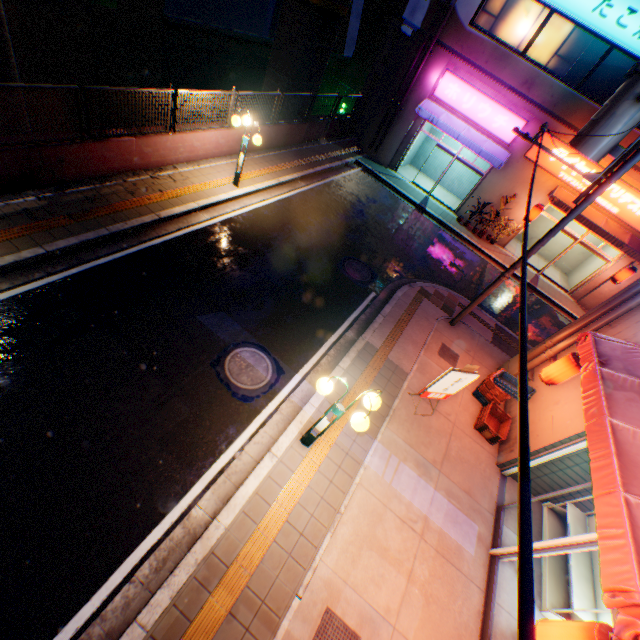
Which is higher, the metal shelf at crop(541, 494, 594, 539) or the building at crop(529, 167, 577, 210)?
the building at crop(529, 167, 577, 210)

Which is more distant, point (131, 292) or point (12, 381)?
point (131, 292)

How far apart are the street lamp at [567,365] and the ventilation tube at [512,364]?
1.4 meters

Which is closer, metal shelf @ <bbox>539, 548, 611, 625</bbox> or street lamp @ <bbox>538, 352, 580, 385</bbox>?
metal shelf @ <bbox>539, 548, 611, 625</bbox>

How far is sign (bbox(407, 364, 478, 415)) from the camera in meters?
7.0 m

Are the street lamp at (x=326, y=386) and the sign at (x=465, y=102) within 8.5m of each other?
no

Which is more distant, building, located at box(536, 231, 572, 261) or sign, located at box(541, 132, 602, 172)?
building, located at box(536, 231, 572, 261)

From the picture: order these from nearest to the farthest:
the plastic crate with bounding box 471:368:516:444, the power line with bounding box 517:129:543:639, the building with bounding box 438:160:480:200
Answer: the power line with bounding box 517:129:543:639, the plastic crate with bounding box 471:368:516:444, the building with bounding box 438:160:480:200
